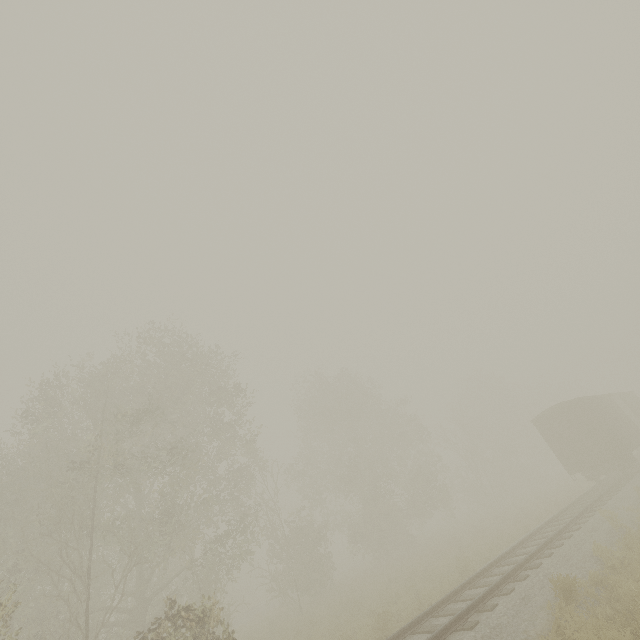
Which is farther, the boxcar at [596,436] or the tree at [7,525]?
the boxcar at [596,436]

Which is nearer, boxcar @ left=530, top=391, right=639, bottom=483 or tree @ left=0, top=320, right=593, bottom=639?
tree @ left=0, top=320, right=593, bottom=639

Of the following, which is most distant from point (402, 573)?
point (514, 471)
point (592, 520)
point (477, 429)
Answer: point (514, 471)
